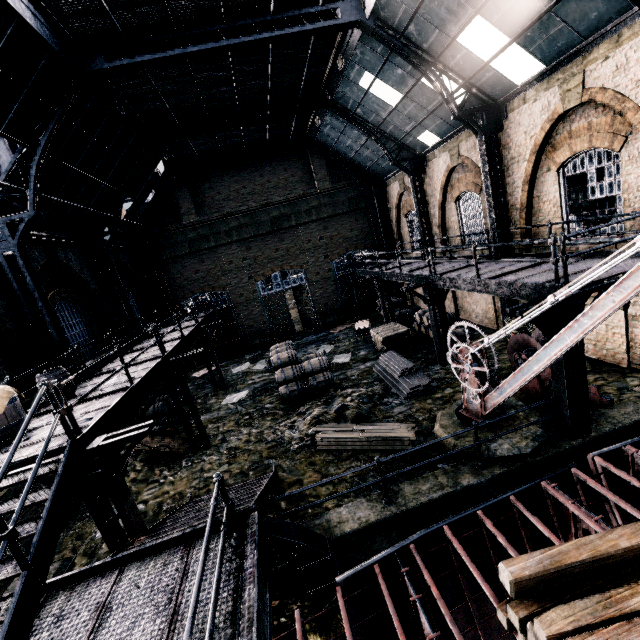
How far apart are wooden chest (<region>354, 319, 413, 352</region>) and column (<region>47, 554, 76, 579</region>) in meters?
13.2

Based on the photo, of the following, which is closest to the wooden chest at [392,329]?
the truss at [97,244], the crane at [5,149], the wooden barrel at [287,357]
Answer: the wooden barrel at [287,357]

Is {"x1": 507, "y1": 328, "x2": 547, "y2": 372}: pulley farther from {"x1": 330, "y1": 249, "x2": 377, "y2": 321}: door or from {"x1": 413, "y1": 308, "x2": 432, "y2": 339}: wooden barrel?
{"x1": 330, "y1": 249, "x2": 377, "y2": 321}: door

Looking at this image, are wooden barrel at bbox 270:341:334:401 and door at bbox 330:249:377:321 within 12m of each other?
yes

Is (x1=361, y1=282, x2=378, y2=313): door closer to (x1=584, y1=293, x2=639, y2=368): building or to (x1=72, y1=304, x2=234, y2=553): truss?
(x1=584, y1=293, x2=639, y2=368): building

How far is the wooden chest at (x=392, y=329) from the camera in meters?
16.4 m

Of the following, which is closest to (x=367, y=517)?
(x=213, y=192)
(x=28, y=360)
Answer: (x=28, y=360)

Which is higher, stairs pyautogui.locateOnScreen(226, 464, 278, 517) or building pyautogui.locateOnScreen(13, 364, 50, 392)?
building pyautogui.locateOnScreen(13, 364, 50, 392)
